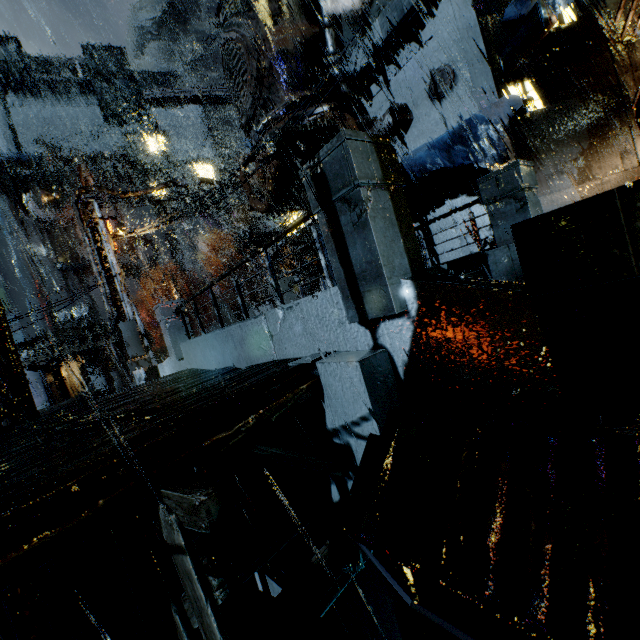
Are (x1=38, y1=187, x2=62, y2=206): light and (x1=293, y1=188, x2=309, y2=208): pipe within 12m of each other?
yes

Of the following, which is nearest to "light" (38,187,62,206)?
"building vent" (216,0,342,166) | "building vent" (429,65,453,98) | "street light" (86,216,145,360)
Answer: "street light" (86,216,145,360)

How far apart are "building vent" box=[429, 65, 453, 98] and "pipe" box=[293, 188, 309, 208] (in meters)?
8.10

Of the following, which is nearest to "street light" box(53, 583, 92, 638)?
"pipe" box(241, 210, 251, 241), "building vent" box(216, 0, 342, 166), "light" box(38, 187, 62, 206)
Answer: "light" box(38, 187, 62, 206)

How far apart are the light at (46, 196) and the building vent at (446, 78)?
16.1 meters

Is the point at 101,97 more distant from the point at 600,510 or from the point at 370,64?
the point at 600,510

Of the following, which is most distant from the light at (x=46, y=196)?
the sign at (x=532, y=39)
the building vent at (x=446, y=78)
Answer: the sign at (x=532, y=39)

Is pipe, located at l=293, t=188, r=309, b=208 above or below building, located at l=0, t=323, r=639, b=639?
above
